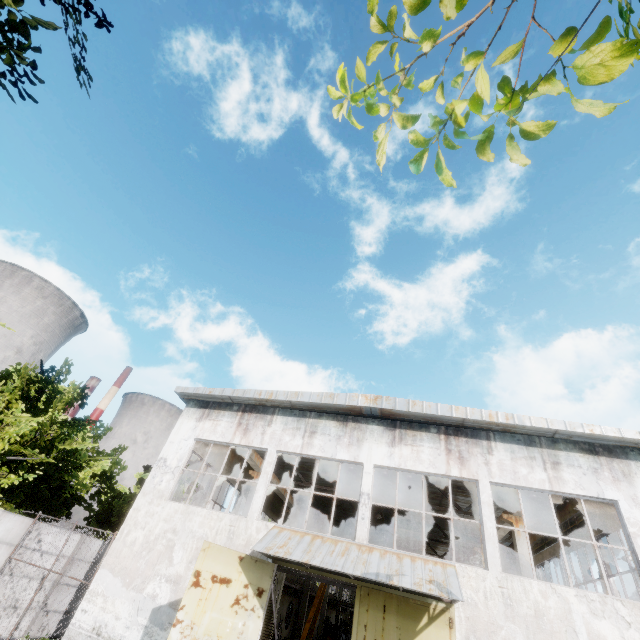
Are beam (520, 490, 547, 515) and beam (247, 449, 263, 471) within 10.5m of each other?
no

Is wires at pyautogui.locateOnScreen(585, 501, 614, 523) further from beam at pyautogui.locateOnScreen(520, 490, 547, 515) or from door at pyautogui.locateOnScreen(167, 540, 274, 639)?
door at pyautogui.locateOnScreen(167, 540, 274, 639)

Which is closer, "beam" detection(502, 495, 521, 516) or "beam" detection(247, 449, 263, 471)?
"beam" detection(502, 495, 521, 516)

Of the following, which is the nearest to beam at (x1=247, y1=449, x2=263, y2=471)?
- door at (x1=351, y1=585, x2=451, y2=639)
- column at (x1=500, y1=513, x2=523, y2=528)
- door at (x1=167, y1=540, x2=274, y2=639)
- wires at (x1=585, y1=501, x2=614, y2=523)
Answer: door at (x1=167, y1=540, x2=274, y2=639)

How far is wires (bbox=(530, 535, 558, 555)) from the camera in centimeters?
1689cm

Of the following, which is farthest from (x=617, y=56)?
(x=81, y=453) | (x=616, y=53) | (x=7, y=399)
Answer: (x=81, y=453)

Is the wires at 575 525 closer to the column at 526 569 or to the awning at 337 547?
the column at 526 569

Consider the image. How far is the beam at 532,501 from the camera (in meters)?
11.84
